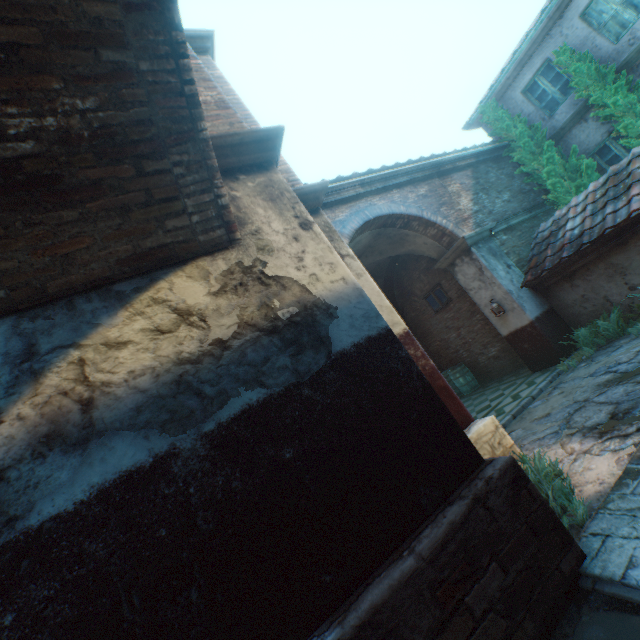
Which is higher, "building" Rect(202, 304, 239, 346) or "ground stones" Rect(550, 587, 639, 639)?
"building" Rect(202, 304, 239, 346)

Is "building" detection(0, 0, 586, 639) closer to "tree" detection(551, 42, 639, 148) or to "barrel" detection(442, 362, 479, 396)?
"barrel" detection(442, 362, 479, 396)

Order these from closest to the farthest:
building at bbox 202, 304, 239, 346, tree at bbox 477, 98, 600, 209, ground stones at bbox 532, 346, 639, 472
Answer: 1. building at bbox 202, 304, 239, 346
2. ground stones at bbox 532, 346, 639, 472
3. tree at bbox 477, 98, 600, 209

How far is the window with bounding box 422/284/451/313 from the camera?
11.2 meters

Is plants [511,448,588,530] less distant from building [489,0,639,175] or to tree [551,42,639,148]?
tree [551,42,639,148]

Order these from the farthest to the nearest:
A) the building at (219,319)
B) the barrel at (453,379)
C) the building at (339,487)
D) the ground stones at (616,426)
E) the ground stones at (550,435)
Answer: the barrel at (453,379) → the ground stones at (550,435) → the ground stones at (616,426) → the building at (219,319) → the building at (339,487)

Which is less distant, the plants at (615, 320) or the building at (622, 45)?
the plants at (615, 320)

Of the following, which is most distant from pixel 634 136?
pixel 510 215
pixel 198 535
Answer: pixel 198 535
